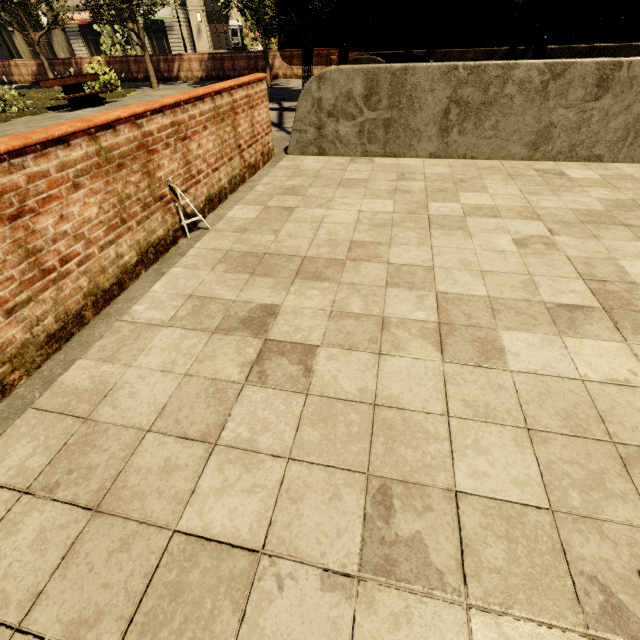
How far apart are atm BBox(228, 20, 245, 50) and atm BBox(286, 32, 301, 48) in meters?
19.4 m

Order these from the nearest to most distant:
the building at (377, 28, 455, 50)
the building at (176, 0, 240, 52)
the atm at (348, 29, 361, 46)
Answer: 1. the atm at (348, 29, 361, 46)
2. the building at (377, 28, 455, 50)
3. the building at (176, 0, 240, 52)

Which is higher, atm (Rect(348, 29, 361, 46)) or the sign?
the sign

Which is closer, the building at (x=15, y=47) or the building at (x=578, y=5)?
the building at (x=578, y=5)

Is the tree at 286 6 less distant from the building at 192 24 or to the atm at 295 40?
the atm at 295 40

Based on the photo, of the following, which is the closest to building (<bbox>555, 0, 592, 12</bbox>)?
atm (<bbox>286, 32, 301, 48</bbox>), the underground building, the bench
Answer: atm (<bbox>286, 32, 301, 48</bbox>)

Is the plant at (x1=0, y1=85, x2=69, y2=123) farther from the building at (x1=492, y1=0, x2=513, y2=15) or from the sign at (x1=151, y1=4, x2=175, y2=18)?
the sign at (x1=151, y1=4, x2=175, y2=18)

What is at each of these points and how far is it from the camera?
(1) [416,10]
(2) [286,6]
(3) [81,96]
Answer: (1) building, 29.0 meters
(2) tree, 8.9 meters
(3) bench, 11.4 meters
